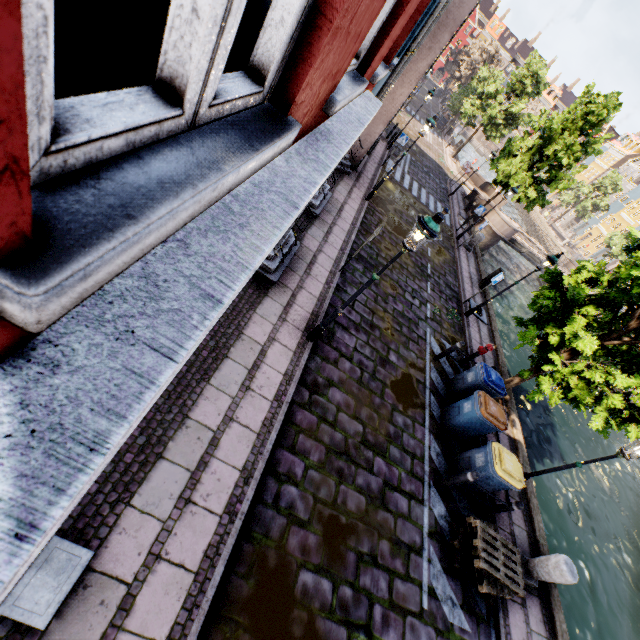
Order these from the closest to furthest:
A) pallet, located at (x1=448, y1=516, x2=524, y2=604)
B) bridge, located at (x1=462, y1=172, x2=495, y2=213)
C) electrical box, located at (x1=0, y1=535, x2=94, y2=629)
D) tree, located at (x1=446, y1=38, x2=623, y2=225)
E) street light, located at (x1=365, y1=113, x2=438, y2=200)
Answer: electrical box, located at (x1=0, y1=535, x2=94, y2=629) → pallet, located at (x1=448, y1=516, x2=524, y2=604) → street light, located at (x1=365, y1=113, x2=438, y2=200) → tree, located at (x1=446, y1=38, x2=623, y2=225) → bridge, located at (x1=462, y1=172, x2=495, y2=213)

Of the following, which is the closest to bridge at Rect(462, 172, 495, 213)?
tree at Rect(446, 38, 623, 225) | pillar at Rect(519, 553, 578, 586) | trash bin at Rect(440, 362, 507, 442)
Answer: tree at Rect(446, 38, 623, 225)

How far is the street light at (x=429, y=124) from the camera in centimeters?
1156cm

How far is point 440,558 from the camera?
6.4m

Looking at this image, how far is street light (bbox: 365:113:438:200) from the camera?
11.56m

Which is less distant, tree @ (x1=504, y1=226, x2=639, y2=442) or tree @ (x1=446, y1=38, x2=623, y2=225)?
tree @ (x1=504, y1=226, x2=639, y2=442)

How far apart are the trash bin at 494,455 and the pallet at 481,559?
0.7m

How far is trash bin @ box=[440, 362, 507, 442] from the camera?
7.9 meters
